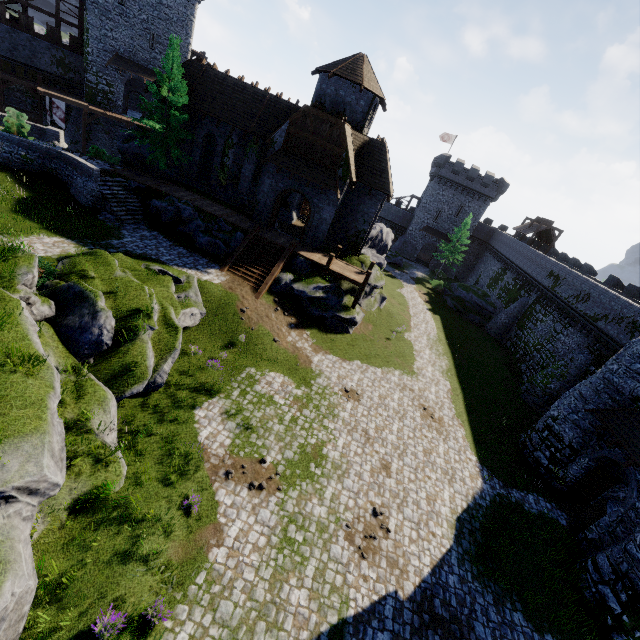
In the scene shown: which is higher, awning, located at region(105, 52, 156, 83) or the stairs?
awning, located at region(105, 52, 156, 83)

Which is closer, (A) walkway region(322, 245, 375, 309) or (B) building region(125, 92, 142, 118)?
(A) walkway region(322, 245, 375, 309)

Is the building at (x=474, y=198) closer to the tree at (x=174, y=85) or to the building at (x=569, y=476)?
the building at (x=569, y=476)

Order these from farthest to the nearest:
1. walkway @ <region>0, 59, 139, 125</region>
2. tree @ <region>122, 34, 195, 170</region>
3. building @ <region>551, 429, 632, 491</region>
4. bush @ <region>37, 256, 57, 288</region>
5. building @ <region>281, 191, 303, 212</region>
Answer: building @ <region>281, 191, 303, 212</region> → walkway @ <region>0, 59, 139, 125</region> → tree @ <region>122, 34, 195, 170</region> → building @ <region>551, 429, 632, 491</region> → bush @ <region>37, 256, 57, 288</region>

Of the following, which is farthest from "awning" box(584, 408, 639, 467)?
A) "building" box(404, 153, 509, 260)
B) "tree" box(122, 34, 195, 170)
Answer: "building" box(404, 153, 509, 260)

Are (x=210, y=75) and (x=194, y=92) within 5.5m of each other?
yes

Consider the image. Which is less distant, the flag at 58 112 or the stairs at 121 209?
the stairs at 121 209

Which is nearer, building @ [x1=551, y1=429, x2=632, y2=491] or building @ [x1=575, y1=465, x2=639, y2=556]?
building @ [x1=575, y1=465, x2=639, y2=556]
